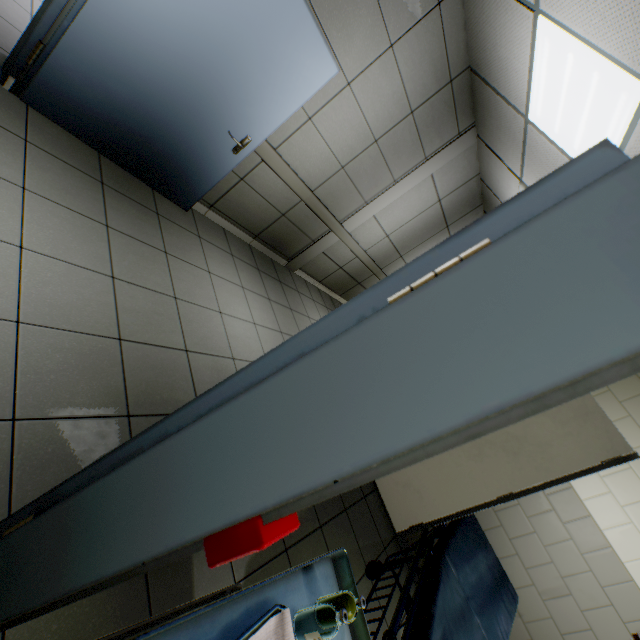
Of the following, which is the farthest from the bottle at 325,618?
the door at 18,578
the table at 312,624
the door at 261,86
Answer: the door at 261,86

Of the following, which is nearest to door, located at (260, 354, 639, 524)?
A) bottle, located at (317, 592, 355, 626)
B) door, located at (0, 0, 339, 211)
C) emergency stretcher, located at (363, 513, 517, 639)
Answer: bottle, located at (317, 592, 355, 626)

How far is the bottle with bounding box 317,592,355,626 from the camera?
1.0 meters

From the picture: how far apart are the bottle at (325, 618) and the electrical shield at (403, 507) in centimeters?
47cm

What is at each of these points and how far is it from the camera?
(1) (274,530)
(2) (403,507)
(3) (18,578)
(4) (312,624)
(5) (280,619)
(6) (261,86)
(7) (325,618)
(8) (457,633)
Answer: (1) fire alarm, 0.6 meters
(2) electrical shield, 0.8 meters
(3) door, 0.8 meters
(4) table, 1.1 meters
(5) tray, 0.9 meters
(6) door, 2.7 meters
(7) bottle, 1.1 meters
(8) emergency stretcher, 1.9 meters

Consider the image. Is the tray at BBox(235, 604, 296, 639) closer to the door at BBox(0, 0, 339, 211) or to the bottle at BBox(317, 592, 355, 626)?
the bottle at BBox(317, 592, 355, 626)

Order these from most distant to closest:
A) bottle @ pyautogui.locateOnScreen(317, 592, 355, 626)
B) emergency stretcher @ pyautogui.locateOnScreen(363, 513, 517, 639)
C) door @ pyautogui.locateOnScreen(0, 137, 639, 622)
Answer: emergency stretcher @ pyautogui.locateOnScreen(363, 513, 517, 639)
bottle @ pyautogui.locateOnScreen(317, 592, 355, 626)
door @ pyautogui.locateOnScreen(0, 137, 639, 622)

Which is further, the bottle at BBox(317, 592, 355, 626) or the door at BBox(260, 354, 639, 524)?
the bottle at BBox(317, 592, 355, 626)
